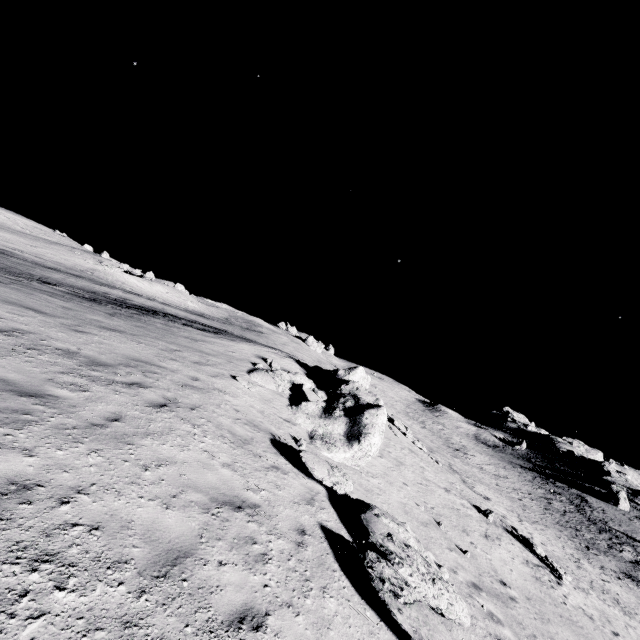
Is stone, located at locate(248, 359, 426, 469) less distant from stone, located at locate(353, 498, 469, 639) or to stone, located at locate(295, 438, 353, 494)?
stone, located at locate(295, 438, 353, 494)

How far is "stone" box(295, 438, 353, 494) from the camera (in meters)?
8.27

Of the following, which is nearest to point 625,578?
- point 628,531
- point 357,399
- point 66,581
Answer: point 628,531

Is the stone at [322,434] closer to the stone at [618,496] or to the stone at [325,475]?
the stone at [325,475]

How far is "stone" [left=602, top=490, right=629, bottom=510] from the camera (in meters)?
54.97

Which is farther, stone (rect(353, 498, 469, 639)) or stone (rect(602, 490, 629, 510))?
stone (rect(602, 490, 629, 510))

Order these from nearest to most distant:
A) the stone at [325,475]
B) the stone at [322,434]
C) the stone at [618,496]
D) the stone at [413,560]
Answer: the stone at [413,560] → the stone at [325,475] → the stone at [322,434] → the stone at [618,496]

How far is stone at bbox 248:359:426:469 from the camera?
12.0 meters
